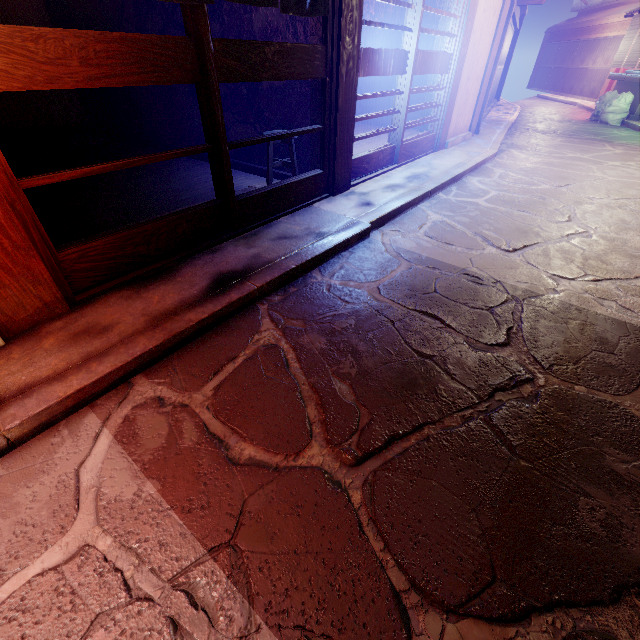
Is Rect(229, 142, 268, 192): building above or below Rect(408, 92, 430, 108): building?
below

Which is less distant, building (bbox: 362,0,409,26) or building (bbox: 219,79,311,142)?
building (bbox: 219,79,311,142)

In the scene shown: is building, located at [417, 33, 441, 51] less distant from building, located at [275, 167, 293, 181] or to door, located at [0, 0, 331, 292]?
building, located at [275, 167, 293, 181]

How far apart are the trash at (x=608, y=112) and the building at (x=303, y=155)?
25.0 meters

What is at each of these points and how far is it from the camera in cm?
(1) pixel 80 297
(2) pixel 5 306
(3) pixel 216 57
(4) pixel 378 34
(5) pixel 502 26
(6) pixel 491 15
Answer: (1) door frame, 467
(2) wood pole, 396
(3) door, 490
(4) building, 1585
(5) wood pole, 1318
(6) house, 1211

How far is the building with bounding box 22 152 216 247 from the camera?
7.0 meters

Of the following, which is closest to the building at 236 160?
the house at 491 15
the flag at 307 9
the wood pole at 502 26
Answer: the flag at 307 9

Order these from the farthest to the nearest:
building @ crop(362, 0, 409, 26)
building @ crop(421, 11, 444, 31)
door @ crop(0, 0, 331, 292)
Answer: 1. building @ crop(362, 0, 409, 26)
2. building @ crop(421, 11, 444, 31)
3. door @ crop(0, 0, 331, 292)
